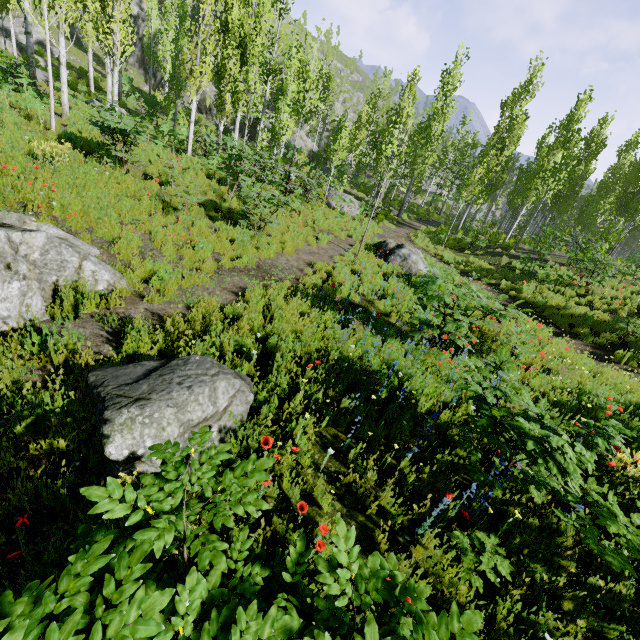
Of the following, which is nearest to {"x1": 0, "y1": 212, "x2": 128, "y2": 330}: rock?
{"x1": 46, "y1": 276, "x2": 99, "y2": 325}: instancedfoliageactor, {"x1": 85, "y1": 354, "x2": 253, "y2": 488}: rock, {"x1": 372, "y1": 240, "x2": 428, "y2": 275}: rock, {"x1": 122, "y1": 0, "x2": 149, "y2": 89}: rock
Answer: {"x1": 46, "y1": 276, "x2": 99, "y2": 325}: instancedfoliageactor

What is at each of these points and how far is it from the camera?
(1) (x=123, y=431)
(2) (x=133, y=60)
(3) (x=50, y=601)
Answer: (1) rock, 2.9 meters
(2) rock, 37.1 meters
(3) instancedfoliageactor, 1.2 meters

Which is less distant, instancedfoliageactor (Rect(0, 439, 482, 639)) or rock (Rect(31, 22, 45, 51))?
instancedfoliageactor (Rect(0, 439, 482, 639))

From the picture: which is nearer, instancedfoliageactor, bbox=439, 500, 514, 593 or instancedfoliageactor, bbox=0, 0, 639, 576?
instancedfoliageactor, bbox=439, 500, 514, 593

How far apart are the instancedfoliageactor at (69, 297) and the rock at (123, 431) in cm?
191

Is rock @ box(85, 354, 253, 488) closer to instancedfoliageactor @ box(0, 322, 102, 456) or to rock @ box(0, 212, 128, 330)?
instancedfoliageactor @ box(0, 322, 102, 456)

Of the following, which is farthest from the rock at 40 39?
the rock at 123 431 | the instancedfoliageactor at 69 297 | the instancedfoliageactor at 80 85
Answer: the rock at 123 431

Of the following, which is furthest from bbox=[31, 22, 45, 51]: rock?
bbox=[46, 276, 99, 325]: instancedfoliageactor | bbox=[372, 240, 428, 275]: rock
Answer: bbox=[46, 276, 99, 325]: instancedfoliageactor
